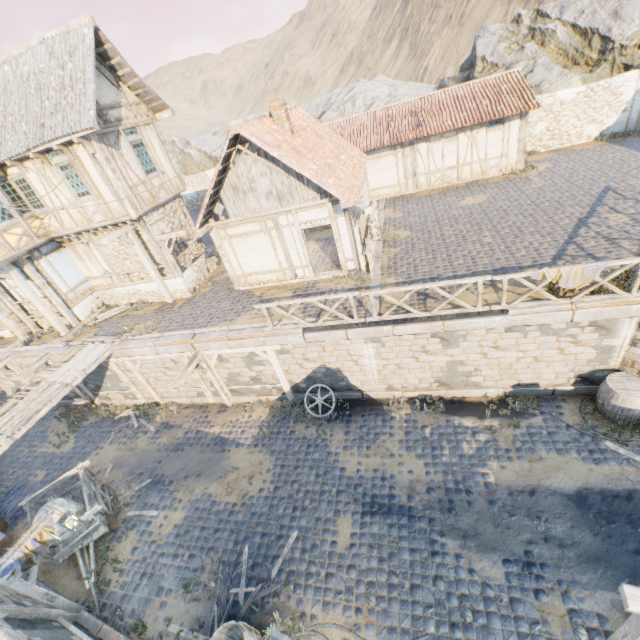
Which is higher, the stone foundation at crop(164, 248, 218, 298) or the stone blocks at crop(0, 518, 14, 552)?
the stone foundation at crop(164, 248, 218, 298)

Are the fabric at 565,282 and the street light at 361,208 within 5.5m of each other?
yes

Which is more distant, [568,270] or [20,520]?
→ [20,520]

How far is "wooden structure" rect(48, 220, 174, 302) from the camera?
12.8 meters

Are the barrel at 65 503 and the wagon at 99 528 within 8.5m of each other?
yes

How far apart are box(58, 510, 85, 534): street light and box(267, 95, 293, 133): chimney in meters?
13.5

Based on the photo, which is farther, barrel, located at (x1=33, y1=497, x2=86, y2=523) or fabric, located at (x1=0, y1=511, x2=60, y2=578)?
barrel, located at (x1=33, y1=497, x2=86, y2=523)

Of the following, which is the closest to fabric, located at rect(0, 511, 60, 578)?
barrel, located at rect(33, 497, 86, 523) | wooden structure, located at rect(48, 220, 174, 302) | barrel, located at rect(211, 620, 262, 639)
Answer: barrel, located at rect(33, 497, 86, 523)
